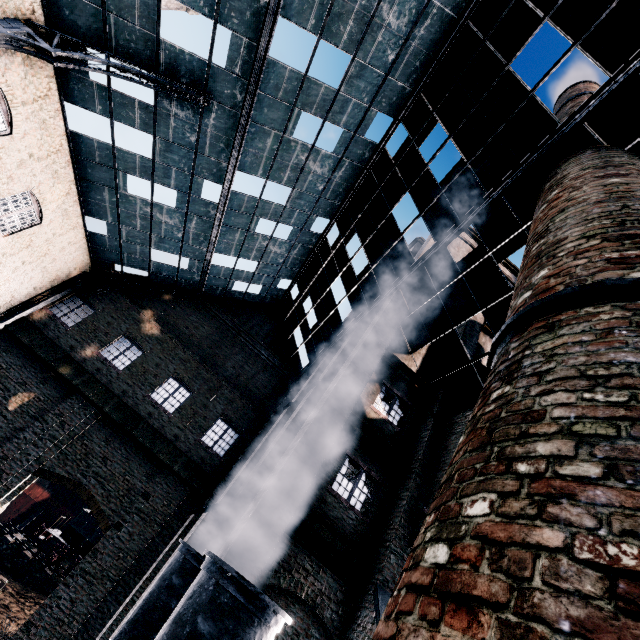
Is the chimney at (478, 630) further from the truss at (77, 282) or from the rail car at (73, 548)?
the rail car at (73, 548)

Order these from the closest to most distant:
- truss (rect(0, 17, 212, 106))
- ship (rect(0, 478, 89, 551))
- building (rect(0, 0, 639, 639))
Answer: building (rect(0, 0, 639, 639)), truss (rect(0, 17, 212, 106)), ship (rect(0, 478, 89, 551))

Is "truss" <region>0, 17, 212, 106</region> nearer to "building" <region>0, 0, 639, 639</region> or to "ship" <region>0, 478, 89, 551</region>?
"building" <region>0, 0, 639, 639</region>

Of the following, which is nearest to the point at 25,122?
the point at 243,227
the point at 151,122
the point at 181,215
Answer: the point at 151,122

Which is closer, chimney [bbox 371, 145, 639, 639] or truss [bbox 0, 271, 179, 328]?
chimney [bbox 371, 145, 639, 639]

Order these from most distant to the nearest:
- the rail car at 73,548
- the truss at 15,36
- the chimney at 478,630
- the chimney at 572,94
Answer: the rail car at 73,548 → the chimney at 572,94 → the truss at 15,36 → the chimney at 478,630

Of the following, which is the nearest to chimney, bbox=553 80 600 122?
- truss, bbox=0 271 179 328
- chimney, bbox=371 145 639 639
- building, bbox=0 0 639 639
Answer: building, bbox=0 0 639 639

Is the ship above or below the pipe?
below
